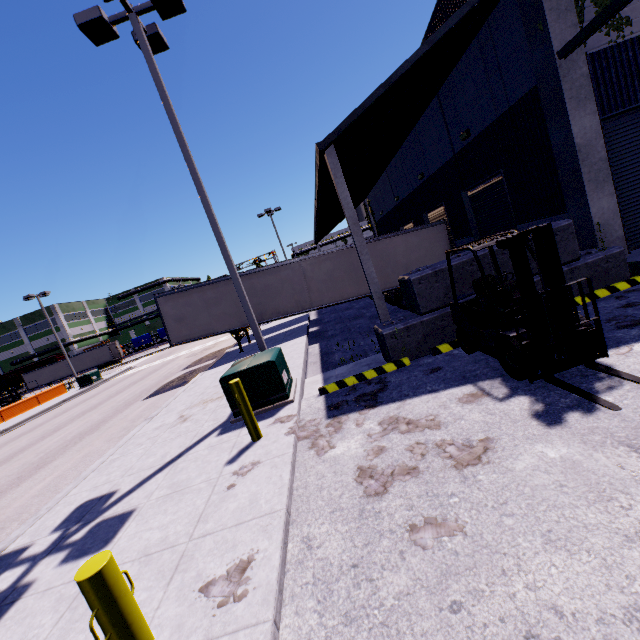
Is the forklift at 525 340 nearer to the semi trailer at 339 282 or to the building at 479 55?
the building at 479 55

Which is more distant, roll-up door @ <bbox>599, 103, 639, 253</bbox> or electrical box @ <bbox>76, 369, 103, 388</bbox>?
electrical box @ <bbox>76, 369, 103, 388</bbox>

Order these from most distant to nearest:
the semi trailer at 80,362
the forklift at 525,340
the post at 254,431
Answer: the semi trailer at 80,362 < the post at 254,431 < the forklift at 525,340

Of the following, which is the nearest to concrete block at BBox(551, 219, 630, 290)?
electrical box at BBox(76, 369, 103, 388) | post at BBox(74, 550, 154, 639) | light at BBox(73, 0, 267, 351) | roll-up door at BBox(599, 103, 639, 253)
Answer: roll-up door at BBox(599, 103, 639, 253)

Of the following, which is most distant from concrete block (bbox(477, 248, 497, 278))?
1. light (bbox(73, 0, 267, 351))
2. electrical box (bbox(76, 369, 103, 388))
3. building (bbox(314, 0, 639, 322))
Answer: electrical box (bbox(76, 369, 103, 388))

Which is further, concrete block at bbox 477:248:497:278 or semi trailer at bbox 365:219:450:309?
semi trailer at bbox 365:219:450:309

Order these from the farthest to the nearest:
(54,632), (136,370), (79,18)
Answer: (136,370)
(79,18)
(54,632)

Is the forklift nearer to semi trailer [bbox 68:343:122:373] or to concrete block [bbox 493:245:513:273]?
concrete block [bbox 493:245:513:273]
